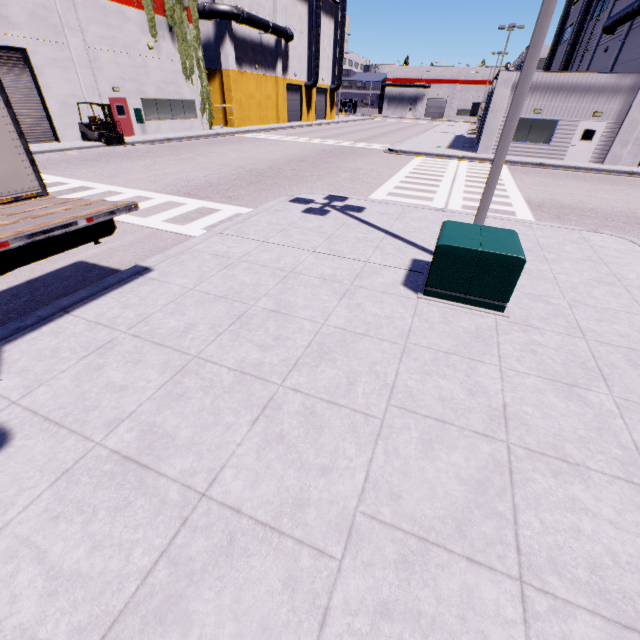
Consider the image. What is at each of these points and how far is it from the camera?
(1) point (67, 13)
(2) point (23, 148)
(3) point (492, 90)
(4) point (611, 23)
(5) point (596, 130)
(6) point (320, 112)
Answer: (1) building, 18.4 meters
(2) semi trailer, 6.1 meters
(3) building, 27.8 meters
(4) vent duct, 24.2 meters
(5) door, 21.1 meters
(6) roll-up door, 53.8 meters

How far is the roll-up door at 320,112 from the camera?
51.3 meters

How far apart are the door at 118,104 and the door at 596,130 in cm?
3090

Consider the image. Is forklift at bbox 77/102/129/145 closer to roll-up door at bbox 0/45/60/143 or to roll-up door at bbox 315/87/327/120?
roll-up door at bbox 0/45/60/143

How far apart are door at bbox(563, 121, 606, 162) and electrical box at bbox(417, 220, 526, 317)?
23.4 meters

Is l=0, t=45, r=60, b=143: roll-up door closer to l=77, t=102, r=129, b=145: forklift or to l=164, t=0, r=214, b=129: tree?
l=77, t=102, r=129, b=145: forklift

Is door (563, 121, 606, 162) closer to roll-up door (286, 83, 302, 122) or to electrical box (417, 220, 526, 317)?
roll-up door (286, 83, 302, 122)

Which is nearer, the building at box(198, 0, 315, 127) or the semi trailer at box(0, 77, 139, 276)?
the semi trailer at box(0, 77, 139, 276)
